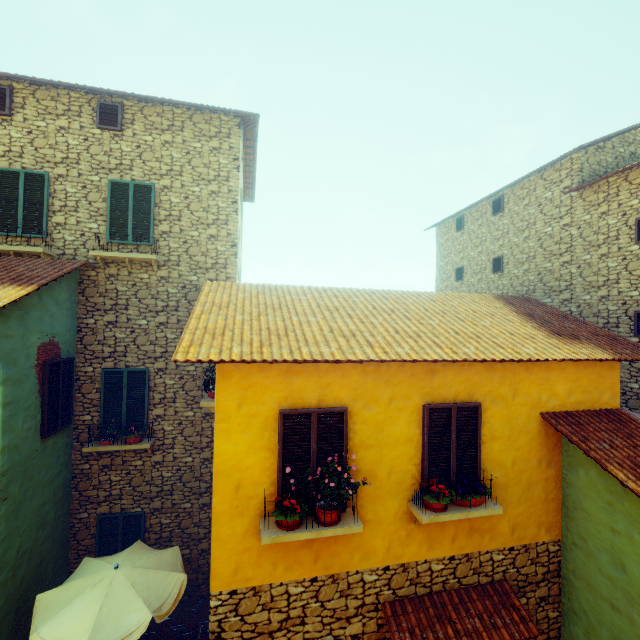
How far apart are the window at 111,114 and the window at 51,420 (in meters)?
5.97

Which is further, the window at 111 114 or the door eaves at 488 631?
the window at 111 114

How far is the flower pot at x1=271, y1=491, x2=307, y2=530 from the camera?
4.6m

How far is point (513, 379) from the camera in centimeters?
602cm

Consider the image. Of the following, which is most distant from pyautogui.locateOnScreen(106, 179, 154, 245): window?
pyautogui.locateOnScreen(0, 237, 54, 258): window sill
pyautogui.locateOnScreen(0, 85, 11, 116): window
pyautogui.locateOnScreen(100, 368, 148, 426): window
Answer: pyautogui.locateOnScreen(100, 368, 148, 426): window

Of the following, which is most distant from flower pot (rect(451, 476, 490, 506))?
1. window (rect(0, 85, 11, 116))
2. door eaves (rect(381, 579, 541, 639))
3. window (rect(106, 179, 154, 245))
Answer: window (rect(0, 85, 11, 116))

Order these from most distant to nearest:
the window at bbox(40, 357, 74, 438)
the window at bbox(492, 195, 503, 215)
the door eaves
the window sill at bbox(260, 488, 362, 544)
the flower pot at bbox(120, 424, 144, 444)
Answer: the window at bbox(492, 195, 503, 215)
the flower pot at bbox(120, 424, 144, 444)
the window at bbox(40, 357, 74, 438)
the door eaves
the window sill at bbox(260, 488, 362, 544)

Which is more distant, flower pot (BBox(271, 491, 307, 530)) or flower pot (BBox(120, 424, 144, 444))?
flower pot (BBox(120, 424, 144, 444))
